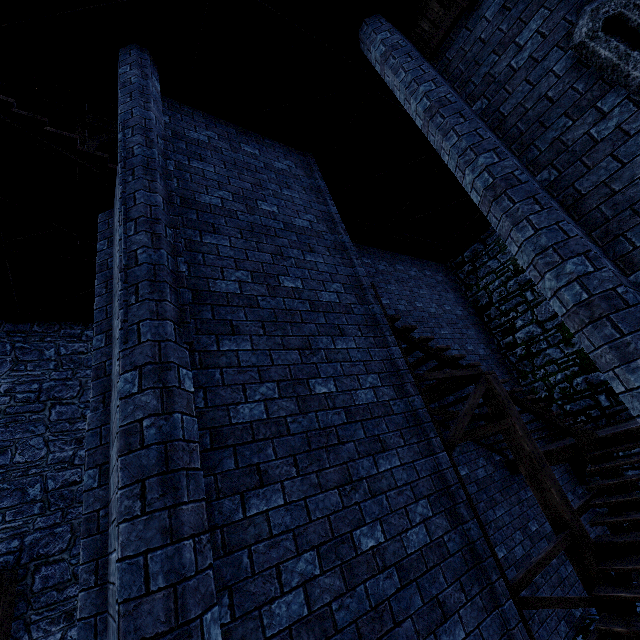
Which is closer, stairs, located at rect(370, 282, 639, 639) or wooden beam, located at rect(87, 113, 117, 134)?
stairs, located at rect(370, 282, 639, 639)

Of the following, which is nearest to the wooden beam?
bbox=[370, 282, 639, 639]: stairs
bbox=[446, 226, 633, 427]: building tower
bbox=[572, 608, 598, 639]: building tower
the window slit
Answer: bbox=[446, 226, 633, 427]: building tower

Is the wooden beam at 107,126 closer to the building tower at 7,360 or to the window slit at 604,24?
the building tower at 7,360

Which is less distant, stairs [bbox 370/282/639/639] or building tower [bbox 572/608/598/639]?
stairs [bbox 370/282/639/639]

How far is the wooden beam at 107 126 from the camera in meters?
10.0 m

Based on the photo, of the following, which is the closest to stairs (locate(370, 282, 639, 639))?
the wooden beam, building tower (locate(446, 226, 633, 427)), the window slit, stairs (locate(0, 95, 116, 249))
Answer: building tower (locate(446, 226, 633, 427))

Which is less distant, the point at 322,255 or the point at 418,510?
the point at 418,510

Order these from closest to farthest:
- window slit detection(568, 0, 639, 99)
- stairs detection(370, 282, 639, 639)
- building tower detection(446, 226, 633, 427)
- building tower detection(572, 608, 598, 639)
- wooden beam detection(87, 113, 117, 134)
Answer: window slit detection(568, 0, 639, 99)
stairs detection(370, 282, 639, 639)
building tower detection(572, 608, 598, 639)
building tower detection(446, 226, 633, 427)
wooden beam detection(87, 113, 117, 134)
